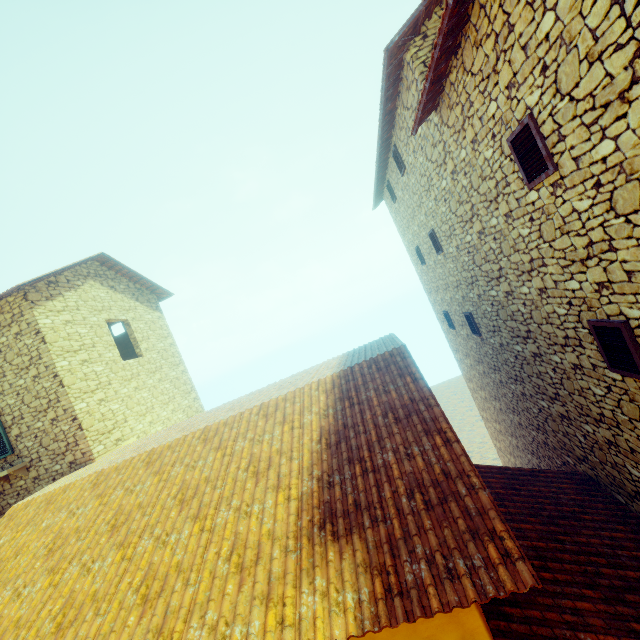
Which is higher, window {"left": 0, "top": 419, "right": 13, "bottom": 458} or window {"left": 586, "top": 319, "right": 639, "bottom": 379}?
window {"left": 0, "top": 419, "right": 13, "bottom": 458}

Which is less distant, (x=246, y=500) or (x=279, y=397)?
(x=246, y=500)

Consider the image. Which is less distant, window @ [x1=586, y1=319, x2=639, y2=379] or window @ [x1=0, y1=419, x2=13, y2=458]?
window @ [x1=586, y1=319, x2=639, y2=379]

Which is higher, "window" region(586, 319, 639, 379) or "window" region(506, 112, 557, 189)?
"window" region(506, 112, 557, 189)

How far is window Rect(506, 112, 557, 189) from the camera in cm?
353

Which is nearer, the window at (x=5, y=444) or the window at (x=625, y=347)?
the window at (x=625, y=347)

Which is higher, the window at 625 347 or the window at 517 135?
the window at 517 135
